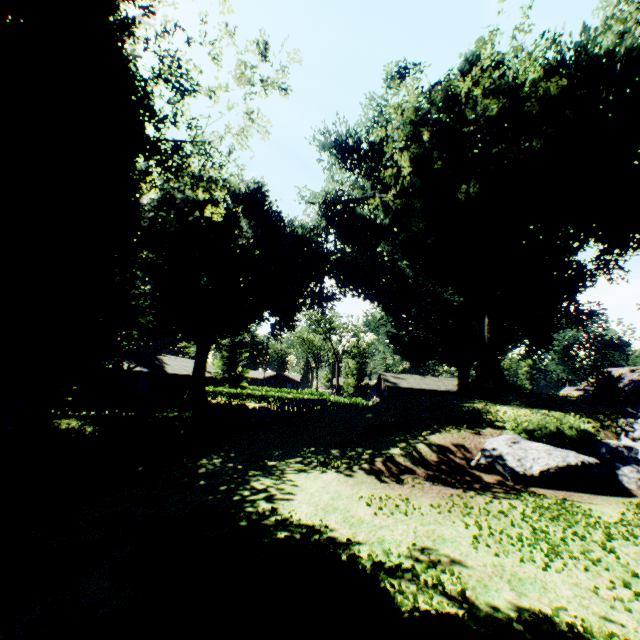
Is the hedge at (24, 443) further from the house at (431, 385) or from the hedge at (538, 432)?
the house at (431, 385)

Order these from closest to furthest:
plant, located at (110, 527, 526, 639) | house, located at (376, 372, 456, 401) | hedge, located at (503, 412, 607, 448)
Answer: plant, located at (110, 527, 526, 639), hedge, located at (503, 412, 607, 448), house, located at (376, 372, 456, 401)

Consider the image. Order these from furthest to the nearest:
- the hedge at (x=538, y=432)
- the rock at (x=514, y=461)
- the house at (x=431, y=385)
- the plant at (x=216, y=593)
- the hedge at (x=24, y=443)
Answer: the house at (x=431, y=385) → the hedge at (x=538, y=432) → the rock at (x=514, y=461) → the hedge at (x=24, y=443) → the plant at (x=216, y=593)

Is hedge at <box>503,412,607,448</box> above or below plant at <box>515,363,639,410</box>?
below

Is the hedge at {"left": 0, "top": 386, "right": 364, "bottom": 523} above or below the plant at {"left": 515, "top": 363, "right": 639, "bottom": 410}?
below

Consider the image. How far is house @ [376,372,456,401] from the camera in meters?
50.3

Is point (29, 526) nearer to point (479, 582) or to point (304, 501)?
point (304, 501)
